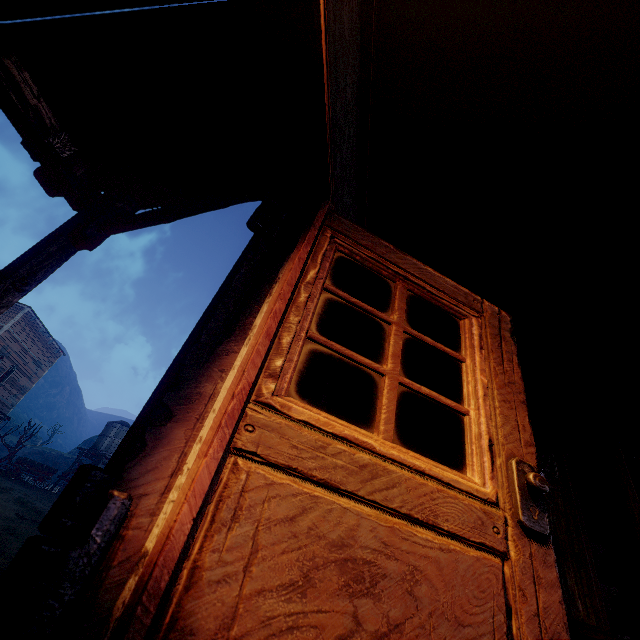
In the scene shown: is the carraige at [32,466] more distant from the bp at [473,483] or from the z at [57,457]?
the bp at [473,483]

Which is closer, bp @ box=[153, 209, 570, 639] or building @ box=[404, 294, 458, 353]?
bp @ box=[153, 209, 570, 639]

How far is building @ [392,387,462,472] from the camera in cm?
385

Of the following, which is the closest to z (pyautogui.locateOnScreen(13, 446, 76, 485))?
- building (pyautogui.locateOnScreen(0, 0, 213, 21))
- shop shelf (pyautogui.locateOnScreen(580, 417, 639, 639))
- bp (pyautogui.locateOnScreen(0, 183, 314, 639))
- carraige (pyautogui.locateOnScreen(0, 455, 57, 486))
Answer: building (pyautogui.locateOnScreen(0, 0, 213, 21))

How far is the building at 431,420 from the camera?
3.8 meters

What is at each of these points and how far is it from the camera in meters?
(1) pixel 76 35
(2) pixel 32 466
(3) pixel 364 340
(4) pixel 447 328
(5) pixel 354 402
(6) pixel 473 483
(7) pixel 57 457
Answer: (1) building, 1.9
(2) carraige, 25.8
(3) building, 5.1
(4) building, 4.8
(5) building, 4.4
(6) bp, 1.3
(7) z, 43.2
